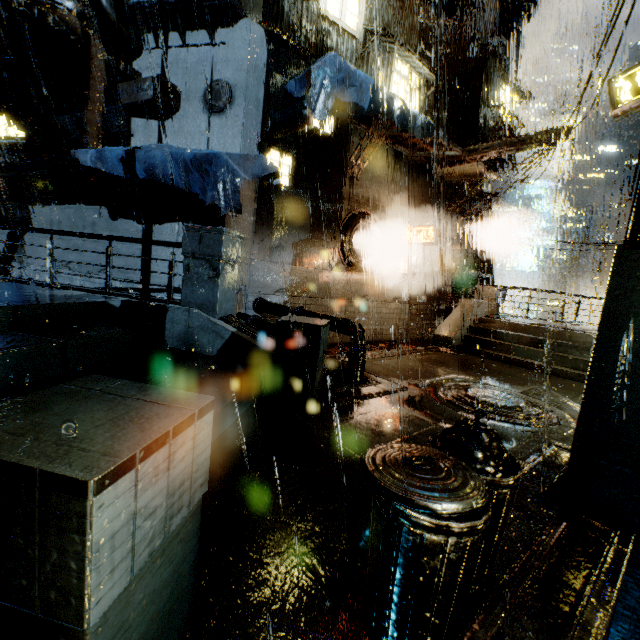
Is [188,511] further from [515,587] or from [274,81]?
[274,81]

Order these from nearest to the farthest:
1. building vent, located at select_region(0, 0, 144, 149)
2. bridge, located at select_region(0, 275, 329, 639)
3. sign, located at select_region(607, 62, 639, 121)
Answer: bridge, located at select_region(0, 275, 329, 639), building vent, located at select_region(0, 0, 144, 149), sign, located at select_region(607, 62, 639, 121)

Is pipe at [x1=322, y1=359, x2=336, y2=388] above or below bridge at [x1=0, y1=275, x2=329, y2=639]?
below

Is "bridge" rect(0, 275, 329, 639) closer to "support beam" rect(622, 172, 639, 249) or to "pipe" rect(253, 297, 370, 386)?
"pipe" rect(253, 297, 370, 386)

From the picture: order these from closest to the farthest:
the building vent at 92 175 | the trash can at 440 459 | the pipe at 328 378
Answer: the trash can at 440 459 → the pipe at 328 378 → the building vent at 92 175

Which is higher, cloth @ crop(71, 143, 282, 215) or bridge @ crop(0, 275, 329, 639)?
cloth @ crop(71, 143, 282, 215)

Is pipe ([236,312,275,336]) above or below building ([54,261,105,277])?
below

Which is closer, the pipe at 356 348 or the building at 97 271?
the pipe at 356 348
